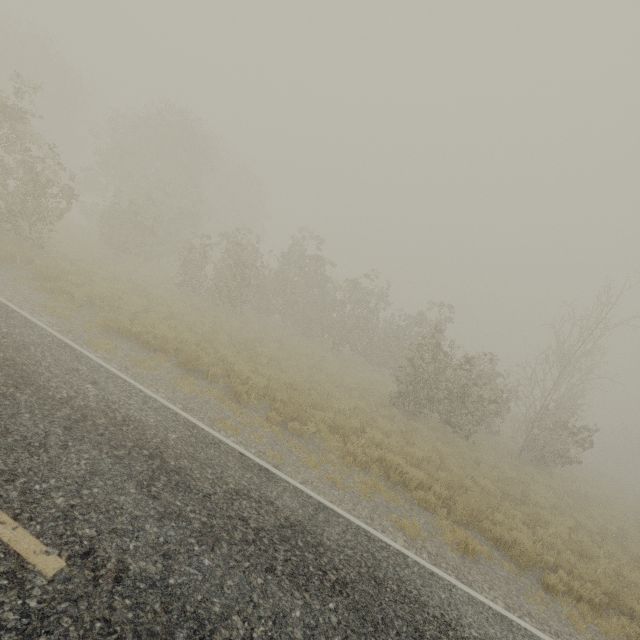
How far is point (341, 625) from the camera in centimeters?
378cm
